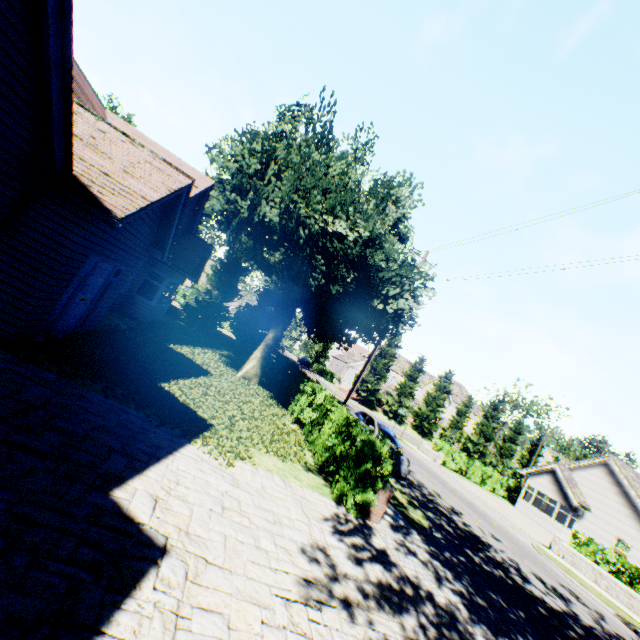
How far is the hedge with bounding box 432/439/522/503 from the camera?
29.5 meters

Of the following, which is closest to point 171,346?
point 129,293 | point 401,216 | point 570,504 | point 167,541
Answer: point 129,293

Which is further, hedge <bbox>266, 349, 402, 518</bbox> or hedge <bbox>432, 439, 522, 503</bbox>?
hedge <bbox>432, 439, 522, 503</bbox>

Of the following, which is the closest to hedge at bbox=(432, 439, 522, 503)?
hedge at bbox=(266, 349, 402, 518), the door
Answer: hedge at bbox=(266, 349, 402, 518)

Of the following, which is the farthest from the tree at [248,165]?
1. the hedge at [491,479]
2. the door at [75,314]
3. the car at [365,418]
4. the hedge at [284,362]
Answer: the hedge at [491,479]

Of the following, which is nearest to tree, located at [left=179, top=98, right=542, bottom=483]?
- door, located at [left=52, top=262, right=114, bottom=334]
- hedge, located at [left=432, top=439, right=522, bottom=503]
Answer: door, located at [left=52, top=262, right=114, bottom=334]

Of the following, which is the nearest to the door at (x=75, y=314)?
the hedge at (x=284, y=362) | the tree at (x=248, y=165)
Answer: the tree at (x=248, y=165)

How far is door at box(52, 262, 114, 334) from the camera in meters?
8.1 m
